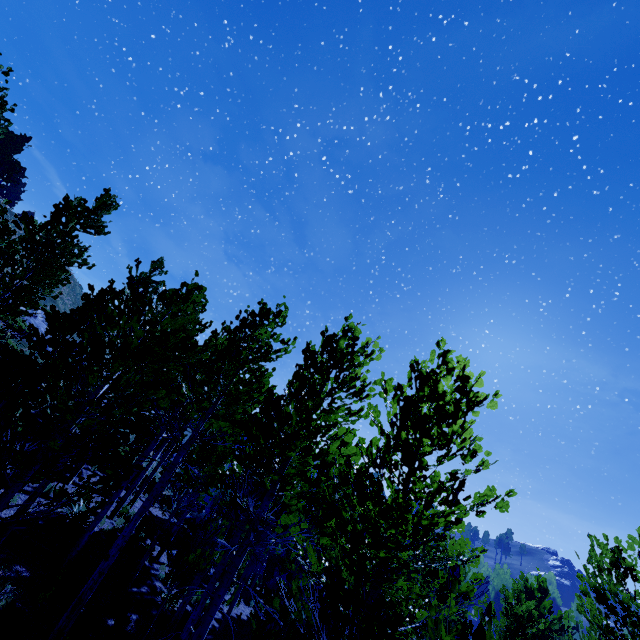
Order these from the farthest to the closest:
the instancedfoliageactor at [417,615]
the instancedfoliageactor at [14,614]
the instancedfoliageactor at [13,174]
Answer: the instancedfoliageactor at [13,174] < the instancedfoliageactor at [14,614] < the instancedfoliageactor at [417,615]

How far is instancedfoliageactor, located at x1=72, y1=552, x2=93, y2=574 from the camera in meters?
10.8 m

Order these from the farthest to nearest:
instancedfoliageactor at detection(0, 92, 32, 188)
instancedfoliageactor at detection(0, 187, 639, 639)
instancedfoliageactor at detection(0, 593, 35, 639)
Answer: instancedfoliageactor at detection(0, 92, 32, 188), instancedfoliageactor at detection(0, 593, 35, 639), instancedfoliageactor at detection(0, 187, 639, 639)

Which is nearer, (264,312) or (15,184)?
(264,312)

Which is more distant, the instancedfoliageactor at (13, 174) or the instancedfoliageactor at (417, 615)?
the instancedfoliageactor at (13, 174)

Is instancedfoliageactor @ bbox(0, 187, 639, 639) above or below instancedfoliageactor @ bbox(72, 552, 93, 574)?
above
